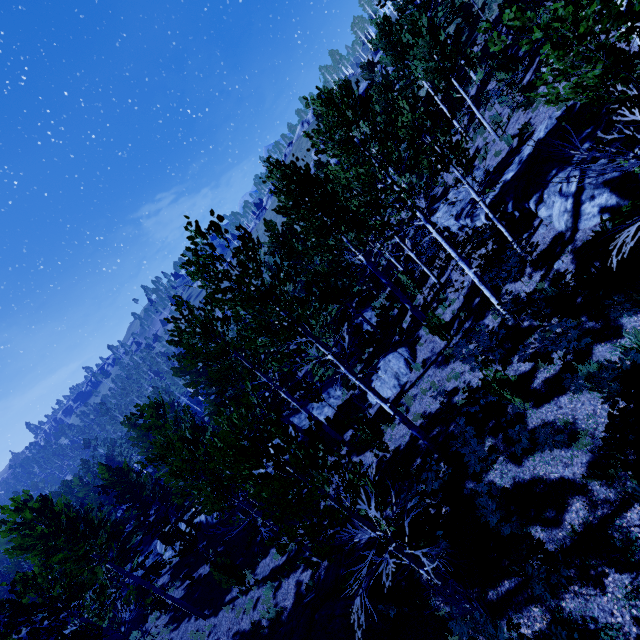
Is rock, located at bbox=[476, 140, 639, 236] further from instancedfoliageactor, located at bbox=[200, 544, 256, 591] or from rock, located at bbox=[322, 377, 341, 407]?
rock, located at bbox=[322, 377, 341, 407]

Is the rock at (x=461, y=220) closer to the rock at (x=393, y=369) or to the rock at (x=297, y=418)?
the rock at (x=393, y=369)

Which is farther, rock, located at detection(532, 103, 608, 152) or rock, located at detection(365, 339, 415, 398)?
rock, located at detection(365, 339, 415, 398)

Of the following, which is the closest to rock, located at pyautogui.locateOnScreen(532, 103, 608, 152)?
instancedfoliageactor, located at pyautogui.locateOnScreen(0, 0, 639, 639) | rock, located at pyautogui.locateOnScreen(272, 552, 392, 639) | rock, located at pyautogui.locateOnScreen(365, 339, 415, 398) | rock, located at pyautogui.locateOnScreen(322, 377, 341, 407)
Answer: instancedfoliageactor, located at pyautogui.locateOnScreen(0, 0, 639, 639)

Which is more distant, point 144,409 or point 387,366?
point 144,409

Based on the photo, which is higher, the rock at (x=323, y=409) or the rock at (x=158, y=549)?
the rock at (x=158, y=549)

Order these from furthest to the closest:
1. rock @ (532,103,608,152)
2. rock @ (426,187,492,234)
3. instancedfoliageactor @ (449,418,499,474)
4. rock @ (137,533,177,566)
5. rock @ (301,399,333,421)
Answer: rock @ (137,533,177,566)
rock @ (301,399,333,421)
rock @ (426,187,492,234)
rock @ (532,103,608,152)
instancedfoliageactor @ (449,418,499,474)

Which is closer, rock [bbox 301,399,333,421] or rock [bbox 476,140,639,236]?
rock [bbox 476,140,639,236]
